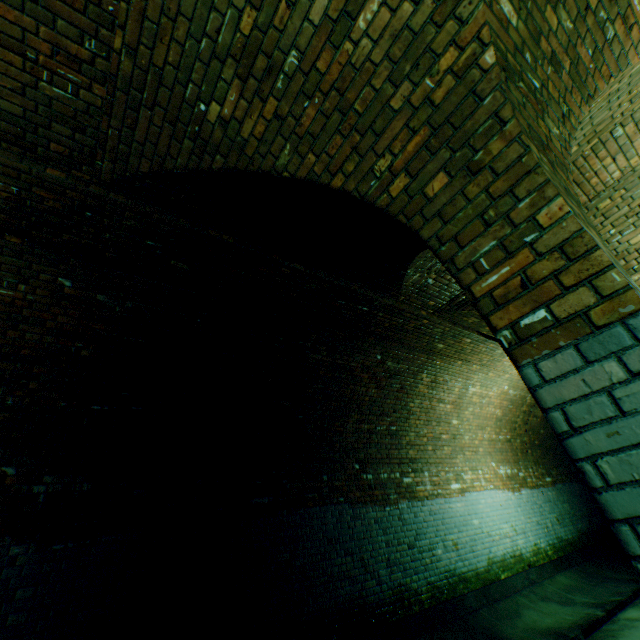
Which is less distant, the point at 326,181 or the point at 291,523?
the point at 326,181

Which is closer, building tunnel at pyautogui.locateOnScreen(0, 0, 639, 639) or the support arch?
the support arch

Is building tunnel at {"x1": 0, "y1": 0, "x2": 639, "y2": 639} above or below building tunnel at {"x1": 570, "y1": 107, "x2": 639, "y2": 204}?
below

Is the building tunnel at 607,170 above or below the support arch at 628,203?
above

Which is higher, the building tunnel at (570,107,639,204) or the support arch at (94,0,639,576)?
the building tunnel at (570,107,639,204)

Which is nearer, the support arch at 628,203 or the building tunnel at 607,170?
the support arch at 628,203
